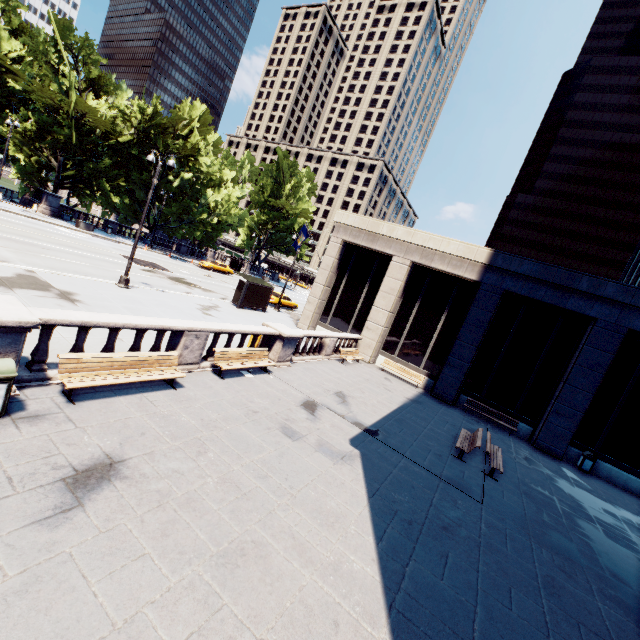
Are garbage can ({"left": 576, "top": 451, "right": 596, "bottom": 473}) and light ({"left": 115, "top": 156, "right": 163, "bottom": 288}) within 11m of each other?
no

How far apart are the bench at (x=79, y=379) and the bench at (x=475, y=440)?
9.98m

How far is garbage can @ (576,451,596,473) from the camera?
16.80m

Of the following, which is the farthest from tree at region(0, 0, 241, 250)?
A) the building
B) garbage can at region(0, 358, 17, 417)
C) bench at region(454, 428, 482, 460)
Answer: bench at region(454, 428, 482, 460)

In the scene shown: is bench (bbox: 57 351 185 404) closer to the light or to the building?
the light

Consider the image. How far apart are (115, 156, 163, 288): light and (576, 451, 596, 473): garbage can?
26.2 meters

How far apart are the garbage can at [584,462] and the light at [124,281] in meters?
26.2 m

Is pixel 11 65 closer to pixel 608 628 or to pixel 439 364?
pixel 439 364
